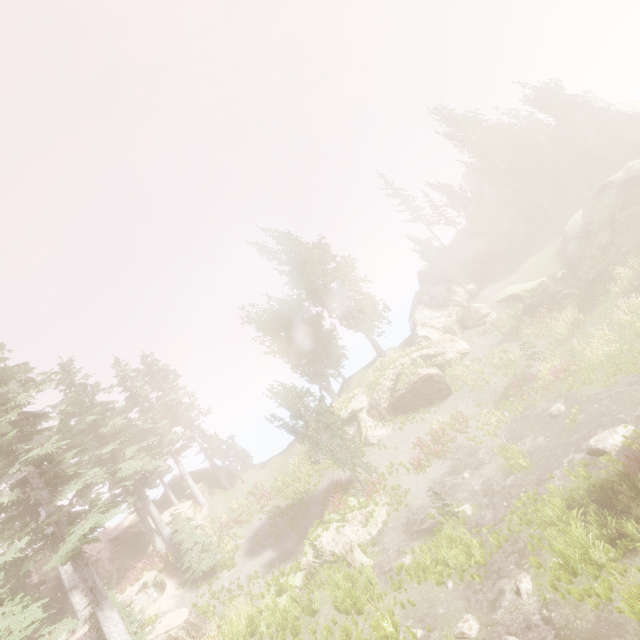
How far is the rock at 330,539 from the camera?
18.8 meters

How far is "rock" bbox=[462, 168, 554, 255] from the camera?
39.94m

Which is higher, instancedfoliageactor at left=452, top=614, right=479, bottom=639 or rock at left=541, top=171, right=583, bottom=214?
rock at left=541, top=171, right=583, bottom=214

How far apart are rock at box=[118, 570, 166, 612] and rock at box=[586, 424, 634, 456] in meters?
26.2 m

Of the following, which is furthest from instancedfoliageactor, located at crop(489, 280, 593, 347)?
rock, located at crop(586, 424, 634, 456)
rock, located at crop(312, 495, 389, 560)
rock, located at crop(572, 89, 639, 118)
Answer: rock, located at crop(586, 424, 634, 456)

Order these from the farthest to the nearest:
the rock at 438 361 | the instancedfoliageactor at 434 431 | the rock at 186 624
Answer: the rock at 438 361
the instancedfoliageactor at 434 431
the rock at 186 624

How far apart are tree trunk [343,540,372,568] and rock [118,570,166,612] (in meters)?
13.14

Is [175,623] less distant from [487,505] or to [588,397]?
[487,505]
